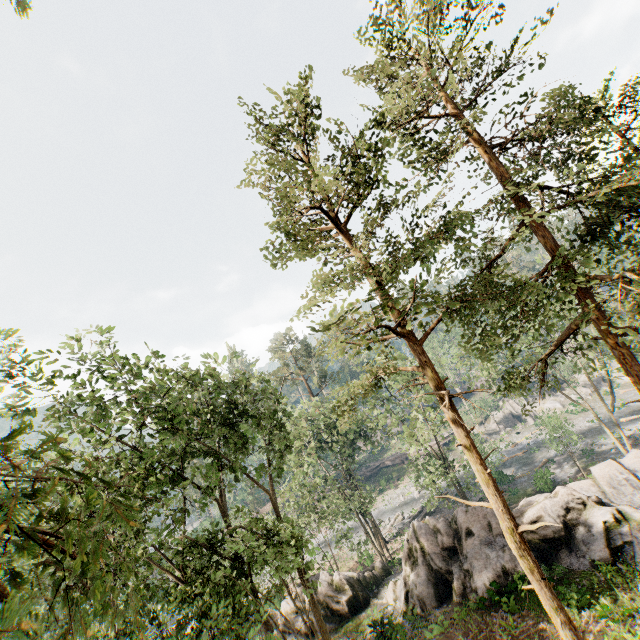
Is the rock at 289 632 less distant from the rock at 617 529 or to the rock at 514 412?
the rock at 617 529

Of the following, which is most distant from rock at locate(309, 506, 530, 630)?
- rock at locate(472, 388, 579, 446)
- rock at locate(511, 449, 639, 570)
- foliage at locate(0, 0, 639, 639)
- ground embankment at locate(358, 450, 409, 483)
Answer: ground embankment at locate(358, 450, 409, 483)

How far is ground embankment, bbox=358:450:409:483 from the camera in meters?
58.3 m

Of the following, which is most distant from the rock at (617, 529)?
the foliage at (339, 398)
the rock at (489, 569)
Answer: the rock at (489, 569)

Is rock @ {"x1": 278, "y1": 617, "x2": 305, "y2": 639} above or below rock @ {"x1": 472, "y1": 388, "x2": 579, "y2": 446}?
above

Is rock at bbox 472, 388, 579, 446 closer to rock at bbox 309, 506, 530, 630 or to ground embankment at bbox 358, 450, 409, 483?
ground embankment at bbox 358, 450, 409, 483

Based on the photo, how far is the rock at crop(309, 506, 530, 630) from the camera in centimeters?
1864cm

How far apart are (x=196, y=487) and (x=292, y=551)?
5.57m
